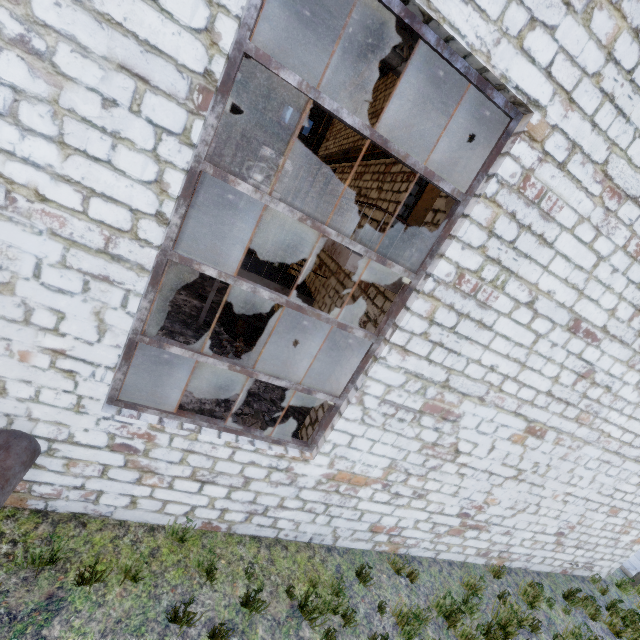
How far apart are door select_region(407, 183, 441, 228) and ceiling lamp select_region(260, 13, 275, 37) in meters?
10.5 m

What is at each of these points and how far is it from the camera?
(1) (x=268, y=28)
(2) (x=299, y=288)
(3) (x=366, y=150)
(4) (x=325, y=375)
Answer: (1) ceiling lamp, 12.37m
(2) stairs, 10.30m
(3) wires, 10.56m
(4) door, 8.39m

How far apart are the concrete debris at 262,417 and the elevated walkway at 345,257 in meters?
3.8 m

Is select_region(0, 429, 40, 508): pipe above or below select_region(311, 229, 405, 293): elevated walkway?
below

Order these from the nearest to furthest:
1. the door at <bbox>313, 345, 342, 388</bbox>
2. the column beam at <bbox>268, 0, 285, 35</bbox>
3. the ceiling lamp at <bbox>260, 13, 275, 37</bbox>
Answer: the door at <bbox>313, 345, 342, 388</bbox> → the column beam at <bbox>268, 0, 285, 35</bbox> → the ceiling lamp at <bbox>260, 13, 275, 37</bbox>

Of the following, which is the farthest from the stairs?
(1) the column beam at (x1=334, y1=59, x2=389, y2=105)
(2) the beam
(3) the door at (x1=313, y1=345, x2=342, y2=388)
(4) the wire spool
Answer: (2) the beam

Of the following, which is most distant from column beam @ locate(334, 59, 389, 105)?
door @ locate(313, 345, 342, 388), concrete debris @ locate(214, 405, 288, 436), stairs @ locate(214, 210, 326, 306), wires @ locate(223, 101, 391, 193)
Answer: concrete debris @ locate(214, 405, 288, 436)

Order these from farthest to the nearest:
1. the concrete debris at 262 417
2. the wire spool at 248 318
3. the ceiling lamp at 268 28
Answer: the ceiling lamp at 268 28 < the wire spool at 248 318 < the concrete debris at 262 417
